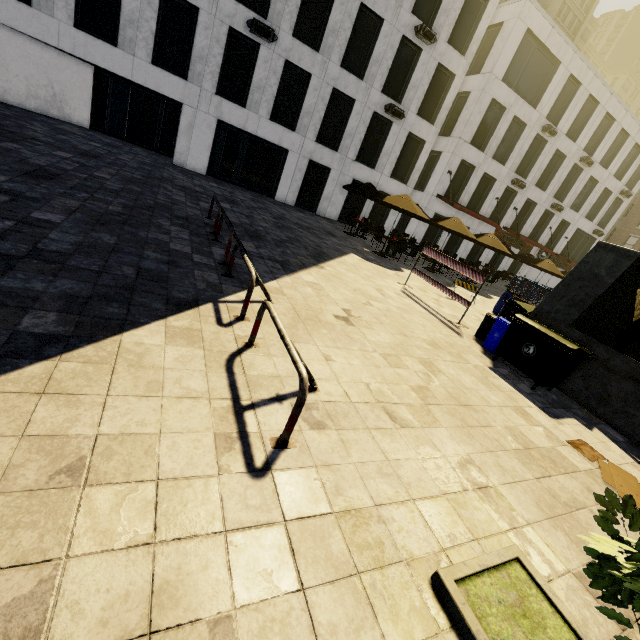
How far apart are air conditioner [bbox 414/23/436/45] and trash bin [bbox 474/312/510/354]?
18.8m

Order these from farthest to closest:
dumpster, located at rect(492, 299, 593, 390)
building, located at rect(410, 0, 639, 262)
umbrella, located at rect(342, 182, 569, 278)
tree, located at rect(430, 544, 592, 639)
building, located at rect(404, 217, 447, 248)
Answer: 1. building, located at rect(404, 217, 447, 248)
2. building, located at rect(410, 0, 639, 262)
3. umbrella, located at rect(342, 182, 569, 278)
4. dumpster, located at rect(492, 299, 593, 390)
5. tree, located at rect(430, 544, 592, 639)

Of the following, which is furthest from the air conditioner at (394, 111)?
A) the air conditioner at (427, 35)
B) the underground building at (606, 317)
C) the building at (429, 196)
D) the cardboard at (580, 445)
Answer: the cardboard at (580, 445)

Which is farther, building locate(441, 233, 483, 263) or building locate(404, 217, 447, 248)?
building locate(441, 233, 483, 263)

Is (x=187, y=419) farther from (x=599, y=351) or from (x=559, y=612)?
(x=599, y=351)

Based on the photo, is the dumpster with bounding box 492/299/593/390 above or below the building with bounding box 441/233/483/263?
below

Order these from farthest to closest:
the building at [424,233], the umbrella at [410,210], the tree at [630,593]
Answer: the building at [424,233] → the umbrella at [410,210] → the tree at [630,593]

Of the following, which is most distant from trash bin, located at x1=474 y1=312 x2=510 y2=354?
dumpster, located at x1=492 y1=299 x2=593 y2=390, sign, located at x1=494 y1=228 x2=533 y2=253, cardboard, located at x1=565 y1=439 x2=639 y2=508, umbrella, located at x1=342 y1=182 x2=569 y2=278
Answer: sign, located at x1=494 y1=228 x2=533 y2=253
